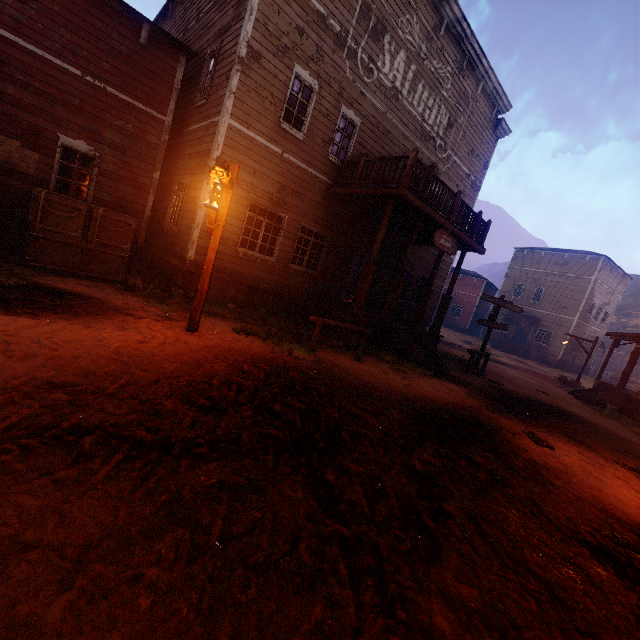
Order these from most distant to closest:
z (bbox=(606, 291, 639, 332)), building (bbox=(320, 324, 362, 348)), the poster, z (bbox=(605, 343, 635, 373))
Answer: z (bbox=(606, 291, 639, 332))
z (bbox=(605, 343, 635, 373))
building (bbox=(320, 324, 362, 348))
the poster

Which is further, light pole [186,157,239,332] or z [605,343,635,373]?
z [605,343,635,373]

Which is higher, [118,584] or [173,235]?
[173,235]

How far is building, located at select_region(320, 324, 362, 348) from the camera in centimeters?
962cm

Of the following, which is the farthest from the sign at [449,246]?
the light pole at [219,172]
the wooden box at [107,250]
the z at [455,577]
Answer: the wooden box at [107,250]

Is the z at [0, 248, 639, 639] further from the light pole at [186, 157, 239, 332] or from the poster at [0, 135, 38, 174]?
the poster at [0, 135, 38, 174]

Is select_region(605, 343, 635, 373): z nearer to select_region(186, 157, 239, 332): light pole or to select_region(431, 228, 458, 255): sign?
select_region(186, 157, 239, 332): light pole

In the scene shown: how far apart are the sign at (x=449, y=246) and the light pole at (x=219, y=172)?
6.6m
